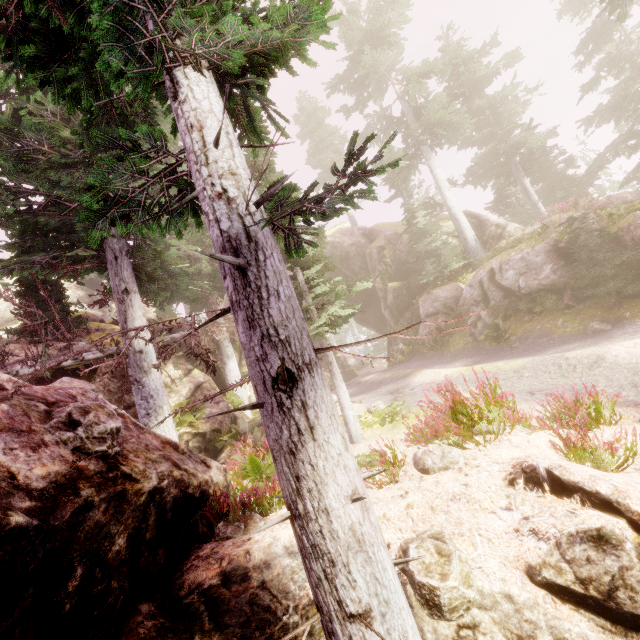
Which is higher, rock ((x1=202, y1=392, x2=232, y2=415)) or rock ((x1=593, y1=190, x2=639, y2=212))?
rock ((x1=593, y1=190, x2=639, y2=212))

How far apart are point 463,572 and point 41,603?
3.8m

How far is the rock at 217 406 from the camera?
13.7 meters

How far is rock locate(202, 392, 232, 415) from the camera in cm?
1373

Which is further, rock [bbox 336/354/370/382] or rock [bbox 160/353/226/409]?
rock [bbox 336/354/370/382]

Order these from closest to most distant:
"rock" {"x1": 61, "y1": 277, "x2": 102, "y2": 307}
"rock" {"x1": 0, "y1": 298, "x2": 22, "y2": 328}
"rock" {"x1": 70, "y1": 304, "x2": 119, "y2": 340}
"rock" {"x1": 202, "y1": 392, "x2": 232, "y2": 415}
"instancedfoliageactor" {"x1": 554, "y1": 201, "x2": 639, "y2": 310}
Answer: "instancedfoliageactor" {"x1": 554, "y1": 201, "x2": 639, "y2": 310} < "rock" {"x1": 202, "y1": 392, "x2": 232, "y2": 415} < "rock" {"x1": 70, "y1": 304, "x2": 119, "y2": 340} < "rock" {"x1": 0, "y1": 298, "x2": 22, "y2": 328} < "rock" {"x1": 61, "y1": 277, "x2": 102, "y2": 307}
